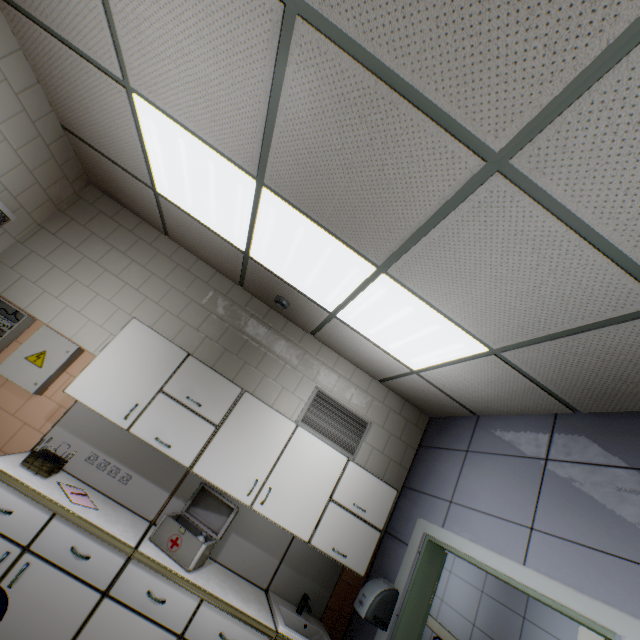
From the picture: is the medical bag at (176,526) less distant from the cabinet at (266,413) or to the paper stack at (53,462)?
the cabinet at (266,413)

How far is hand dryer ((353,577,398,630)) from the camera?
2.6 meters

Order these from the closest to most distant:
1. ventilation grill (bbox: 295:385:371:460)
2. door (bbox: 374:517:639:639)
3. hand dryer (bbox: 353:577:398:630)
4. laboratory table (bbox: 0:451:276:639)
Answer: door (bbox: 374:517:639:639) → laboratory table (bbox: 0:451:276:639) → hand dryer (bbox: 353:577:398:630) → ventilation grill (bbox: 295:385:371:460)

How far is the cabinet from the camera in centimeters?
271cm

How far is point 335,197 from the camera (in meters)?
1.88

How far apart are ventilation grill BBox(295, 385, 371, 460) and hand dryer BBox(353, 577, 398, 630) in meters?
1.1

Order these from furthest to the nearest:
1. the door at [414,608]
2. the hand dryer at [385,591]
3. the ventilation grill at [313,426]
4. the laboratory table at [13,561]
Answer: the ventilation grill at [313,426], the hand dryer at [385,591], the laboratory table at [13,561], the door at [414,608]

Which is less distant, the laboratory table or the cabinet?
the laboratory table
